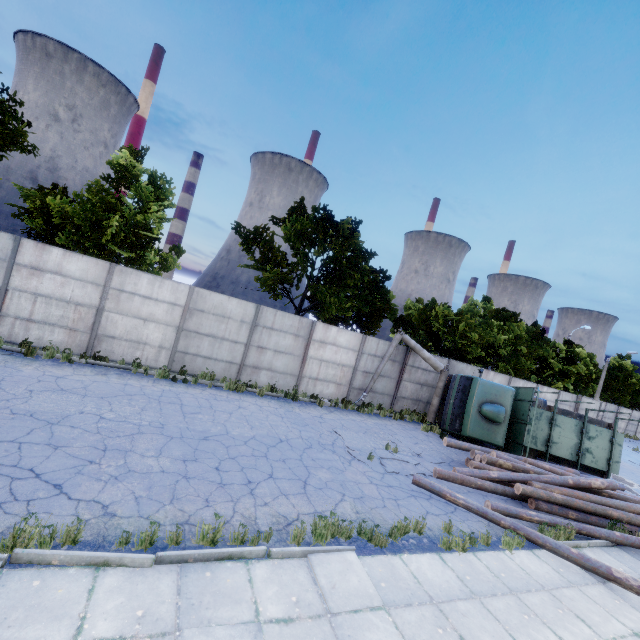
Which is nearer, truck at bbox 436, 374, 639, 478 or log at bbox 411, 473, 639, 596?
log at bbox 411, 473, 639, 596

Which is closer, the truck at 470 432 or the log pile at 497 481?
the log pile at 497 481

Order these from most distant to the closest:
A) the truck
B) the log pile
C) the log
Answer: the truck
the log pile
the log

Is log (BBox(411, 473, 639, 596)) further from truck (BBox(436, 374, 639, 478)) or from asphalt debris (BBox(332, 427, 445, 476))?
truck (BBox(436, 374, 639, 478))

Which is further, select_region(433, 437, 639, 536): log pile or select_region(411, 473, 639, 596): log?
select_region(433, 437, 639, 536): log pile

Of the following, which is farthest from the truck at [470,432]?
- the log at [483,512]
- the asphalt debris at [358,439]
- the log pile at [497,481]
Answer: → the asphalt debris at [358,439]

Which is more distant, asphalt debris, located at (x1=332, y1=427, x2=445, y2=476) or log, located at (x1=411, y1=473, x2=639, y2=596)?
asphalt debris, located at (x1=332, y1=427, x2=445, y2=476)

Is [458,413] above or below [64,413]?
above
